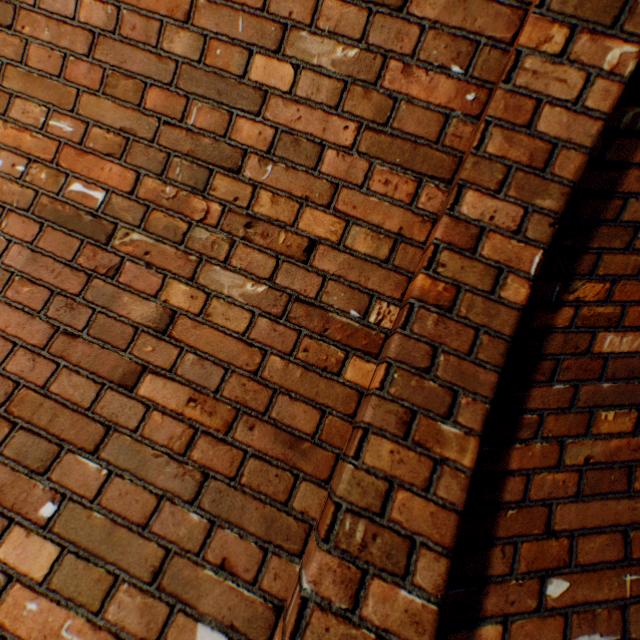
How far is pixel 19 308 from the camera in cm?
101
